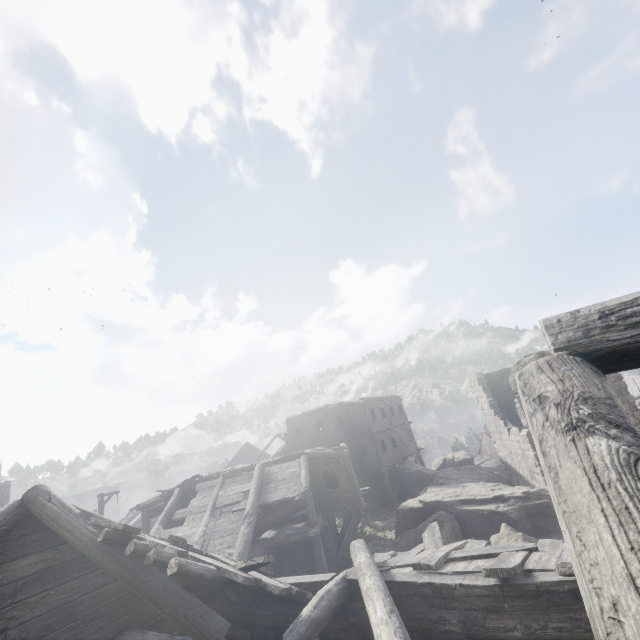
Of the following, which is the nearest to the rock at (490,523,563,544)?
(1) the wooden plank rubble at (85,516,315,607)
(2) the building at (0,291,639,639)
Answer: (2) the building at (0,291,639,639)

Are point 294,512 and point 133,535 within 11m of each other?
yes

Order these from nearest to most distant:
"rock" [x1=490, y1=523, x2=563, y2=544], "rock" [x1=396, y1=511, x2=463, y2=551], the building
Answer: the building < "rock" [x1=490, y1=523, x2=563, y2=544] < "rock" [x1=396, y1=511, x2=463, y2=551]

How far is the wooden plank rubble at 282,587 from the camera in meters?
5.0 m

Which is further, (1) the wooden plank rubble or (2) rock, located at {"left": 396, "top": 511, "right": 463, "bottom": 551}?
(2) rock, located at {"left": 396, "top": 511, "right": 463, "bottom": 551}

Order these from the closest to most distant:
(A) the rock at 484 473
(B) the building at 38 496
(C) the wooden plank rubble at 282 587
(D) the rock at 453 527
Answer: (B) the building at 38 496 → (C) the wooden plank rubble at 282 587 → (D) the rock at 453 527 → (A) the rock at 484 473

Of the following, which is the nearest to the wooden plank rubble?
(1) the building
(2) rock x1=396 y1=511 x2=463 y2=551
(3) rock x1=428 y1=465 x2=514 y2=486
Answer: (1) the building
